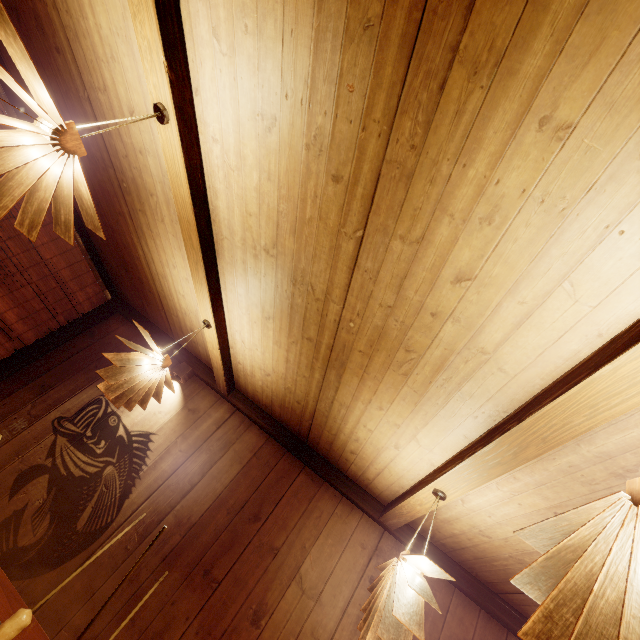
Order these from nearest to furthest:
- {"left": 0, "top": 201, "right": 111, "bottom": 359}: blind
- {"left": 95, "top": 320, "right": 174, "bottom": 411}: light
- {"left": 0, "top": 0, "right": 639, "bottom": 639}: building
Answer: {"left": 0, "top": 0, "right": 639, "bottom": 639}: building → {"left": 95, "top": 320, "right": 174, "bottom": 411}: light → {"left": 0, "top": 201, "right": 111, "bottom": 359}: blind

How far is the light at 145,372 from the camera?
3.5 meters

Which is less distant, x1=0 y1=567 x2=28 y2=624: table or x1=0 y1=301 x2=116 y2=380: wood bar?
x1=0 y1=567 x2=28 y2=624: table

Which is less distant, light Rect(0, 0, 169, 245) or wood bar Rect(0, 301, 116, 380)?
light Rect(0, 0, 169, 245)

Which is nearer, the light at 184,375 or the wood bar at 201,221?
the wood bar at 201,221

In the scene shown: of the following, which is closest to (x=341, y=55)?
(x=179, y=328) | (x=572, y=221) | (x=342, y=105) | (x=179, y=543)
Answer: (x=342, y=105)

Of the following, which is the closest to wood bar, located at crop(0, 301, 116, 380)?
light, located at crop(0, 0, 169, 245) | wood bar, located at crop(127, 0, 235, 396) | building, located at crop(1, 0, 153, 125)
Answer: building, located at crop(1, 0, 153, 125)

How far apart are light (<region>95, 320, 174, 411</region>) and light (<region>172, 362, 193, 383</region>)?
1.6m
